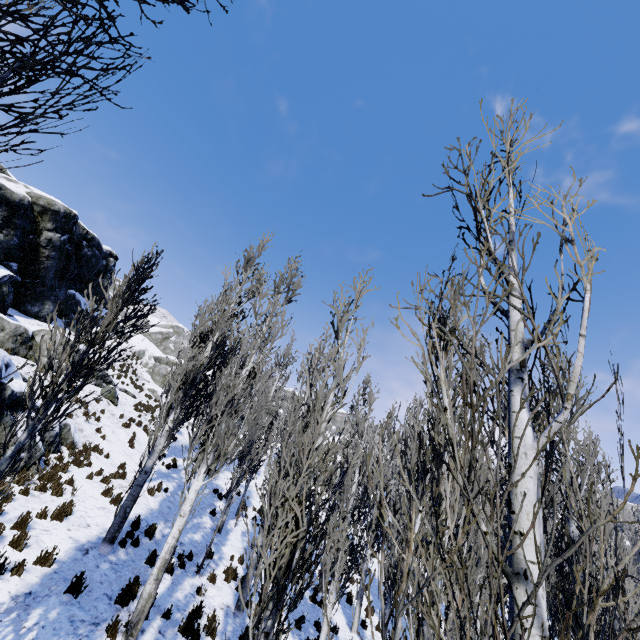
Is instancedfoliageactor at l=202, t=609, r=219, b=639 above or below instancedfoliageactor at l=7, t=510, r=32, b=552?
below

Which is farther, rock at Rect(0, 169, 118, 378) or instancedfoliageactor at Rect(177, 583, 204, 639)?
rock at Rect(0, 169, 118, 378)

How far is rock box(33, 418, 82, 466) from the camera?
10.7 meters

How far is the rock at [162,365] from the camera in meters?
33.1

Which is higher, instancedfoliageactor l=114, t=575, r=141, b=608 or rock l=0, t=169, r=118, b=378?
rock l=0, t=169, r=118, b=378

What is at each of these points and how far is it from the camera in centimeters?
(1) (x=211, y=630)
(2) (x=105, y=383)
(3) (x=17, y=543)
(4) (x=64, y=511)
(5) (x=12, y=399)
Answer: (1) instancedfoliageactor, 812cm
(2) rock, 2158cm
(3) instancedfoliageactor, 695cm
(4) instancedfoliageactor, 874cm
(5) rock, 973cm

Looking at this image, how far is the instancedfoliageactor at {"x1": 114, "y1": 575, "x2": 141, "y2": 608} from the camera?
7.1 meters

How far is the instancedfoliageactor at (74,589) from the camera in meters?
6.6
